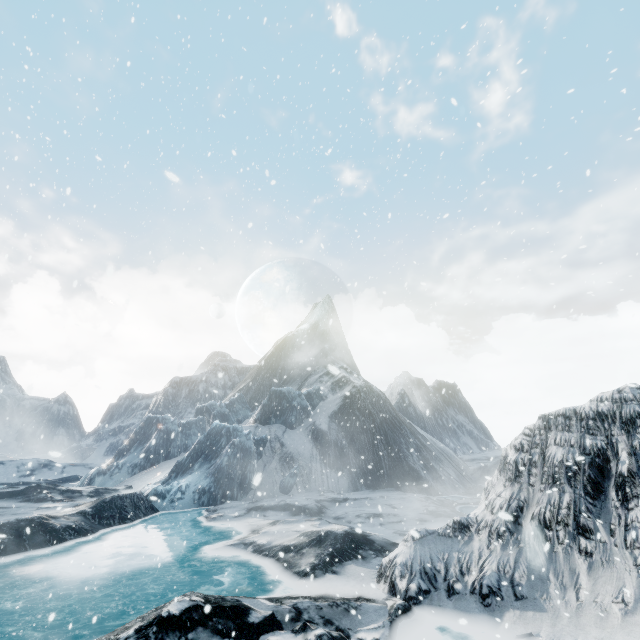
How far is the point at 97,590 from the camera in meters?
9.4 m
